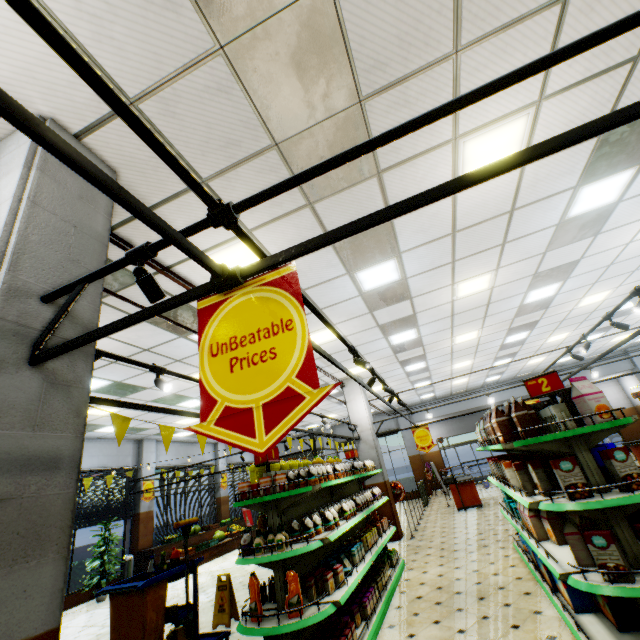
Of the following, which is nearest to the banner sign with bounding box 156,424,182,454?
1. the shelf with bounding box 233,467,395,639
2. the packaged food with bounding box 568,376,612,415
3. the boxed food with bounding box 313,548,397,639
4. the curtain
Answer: the shelf with bounding box 233,467,395,639

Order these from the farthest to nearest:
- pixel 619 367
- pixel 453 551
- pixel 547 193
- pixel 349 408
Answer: pixel 619 367 → pixel 349 408 → pixel 453 551 → pixel 547 193

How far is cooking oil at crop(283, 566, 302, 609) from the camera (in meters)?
3.43

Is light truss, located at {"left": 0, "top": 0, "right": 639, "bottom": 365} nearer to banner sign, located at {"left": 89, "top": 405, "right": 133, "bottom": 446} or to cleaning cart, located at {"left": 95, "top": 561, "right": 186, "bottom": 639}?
banner sign, located at {"left": 89, "top": 405, "right": 133, "bottom": 446}

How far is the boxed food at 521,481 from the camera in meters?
3.0 m

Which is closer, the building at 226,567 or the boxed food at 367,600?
the boxed food at 367,600

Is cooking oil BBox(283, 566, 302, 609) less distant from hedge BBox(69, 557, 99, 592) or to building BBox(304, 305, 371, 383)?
building BBox(304, 305, 371, 383)

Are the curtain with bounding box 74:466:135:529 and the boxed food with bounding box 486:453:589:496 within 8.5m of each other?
no
